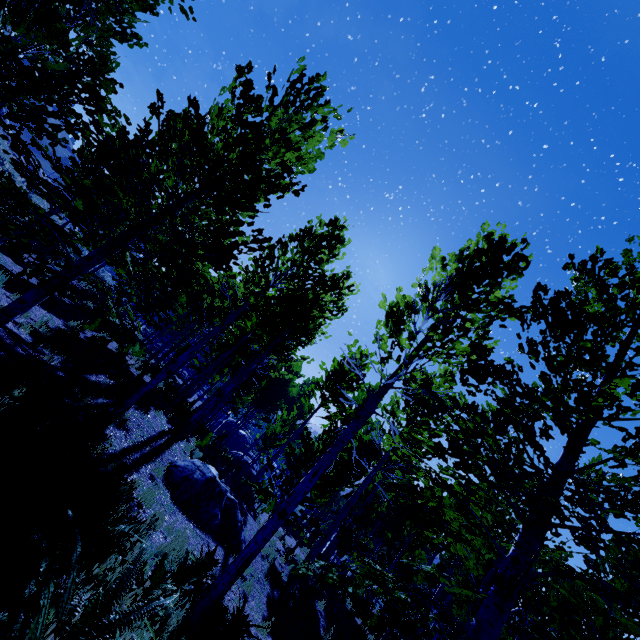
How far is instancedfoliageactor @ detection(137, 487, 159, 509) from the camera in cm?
720

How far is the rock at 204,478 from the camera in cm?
910

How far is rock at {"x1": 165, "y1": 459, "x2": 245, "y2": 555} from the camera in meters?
9.1

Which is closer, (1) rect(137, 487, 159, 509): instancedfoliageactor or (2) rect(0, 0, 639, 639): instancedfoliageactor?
(2) rect(0, 0, 639, 639): instancedfoliageactor

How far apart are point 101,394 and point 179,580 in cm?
612

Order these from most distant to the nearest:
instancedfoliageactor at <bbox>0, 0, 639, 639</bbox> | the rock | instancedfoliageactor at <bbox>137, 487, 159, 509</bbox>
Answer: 1. the rock
2. instancedfoliageactor at <bbox>137, 487, 159, 509</bbox>
3. instancedfoliageactor at <bbox>0, 0, 639, 639</bbox>

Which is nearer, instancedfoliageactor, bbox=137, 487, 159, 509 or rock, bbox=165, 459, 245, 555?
instancedfoliageactor, bbox=137, 487, 159, 509

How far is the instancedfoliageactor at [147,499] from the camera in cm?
720
